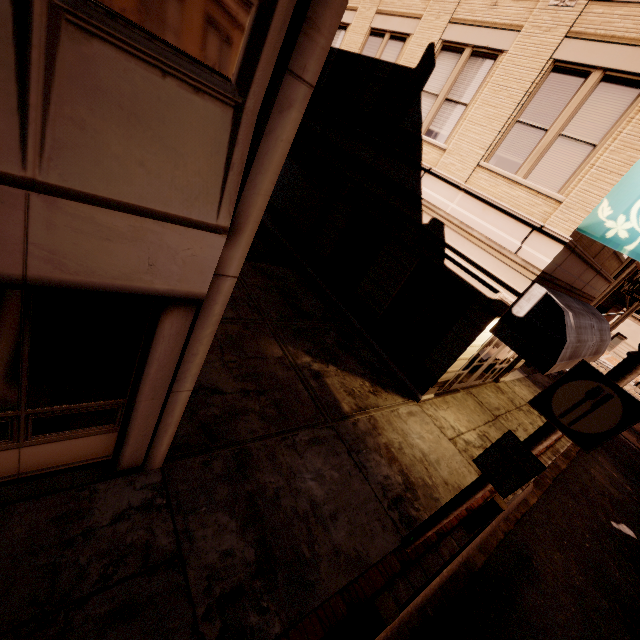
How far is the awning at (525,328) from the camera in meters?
7.0 m

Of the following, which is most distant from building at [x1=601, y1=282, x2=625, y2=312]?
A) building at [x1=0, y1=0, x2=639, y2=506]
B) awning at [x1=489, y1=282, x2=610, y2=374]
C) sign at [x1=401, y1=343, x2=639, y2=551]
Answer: sign at [x1=401, y1=343, x2=639, y2=551]

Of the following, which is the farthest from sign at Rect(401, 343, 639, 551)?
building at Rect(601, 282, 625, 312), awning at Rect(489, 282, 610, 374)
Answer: building at Rect(601, 282, 625, 312)

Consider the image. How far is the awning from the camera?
7.02m

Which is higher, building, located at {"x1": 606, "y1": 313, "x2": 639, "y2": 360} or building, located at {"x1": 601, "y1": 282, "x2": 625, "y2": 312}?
building, located at {"x1": 601, "y1": 282, "x2": 625, "y2": 312}

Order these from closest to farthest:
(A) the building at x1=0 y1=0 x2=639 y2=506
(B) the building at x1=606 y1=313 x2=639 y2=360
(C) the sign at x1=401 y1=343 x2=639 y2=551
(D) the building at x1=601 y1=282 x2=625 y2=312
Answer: (A) the building at x1=0 y1=0 x2=639 y2=506
(C) the sign at x1=401 y1=343 x2=639 y2=551
(B) the building at x1=606 y1=313 x2=639 y2=360
(D) the building at x1=601 y1=282 x2=625 y2=312

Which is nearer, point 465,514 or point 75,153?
point 75,153

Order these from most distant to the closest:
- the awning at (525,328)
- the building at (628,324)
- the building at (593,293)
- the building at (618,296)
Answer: the building at (618,296)
the building at (628,324)
the awning at (525,328)
the building at (593,293)
